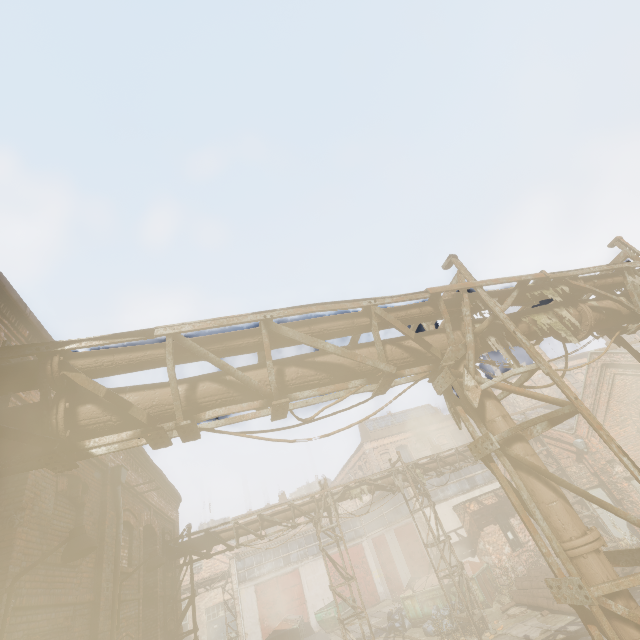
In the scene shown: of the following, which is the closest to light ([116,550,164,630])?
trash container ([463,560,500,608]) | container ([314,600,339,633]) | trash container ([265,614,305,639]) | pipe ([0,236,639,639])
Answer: pipe ([0,236,639,639])

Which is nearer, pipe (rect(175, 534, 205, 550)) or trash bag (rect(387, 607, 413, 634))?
pipe (rect(175, 534, 205, 550))

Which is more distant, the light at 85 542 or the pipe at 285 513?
the pipe at 285 513

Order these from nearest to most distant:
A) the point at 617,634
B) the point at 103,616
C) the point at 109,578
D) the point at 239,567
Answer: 1. the point at 617,634
2. the point at 103,616
3. the point at 109,578
4. the point at 239,567

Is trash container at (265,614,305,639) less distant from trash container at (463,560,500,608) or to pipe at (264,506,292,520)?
trash container at (463,560,500,608)

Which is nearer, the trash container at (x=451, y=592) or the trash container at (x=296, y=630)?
the trash container at (x=451, y=592)

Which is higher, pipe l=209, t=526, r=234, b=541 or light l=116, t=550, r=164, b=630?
pipe l=209, t=526, r=234, b=541

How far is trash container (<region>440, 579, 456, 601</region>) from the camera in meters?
15.7 m
